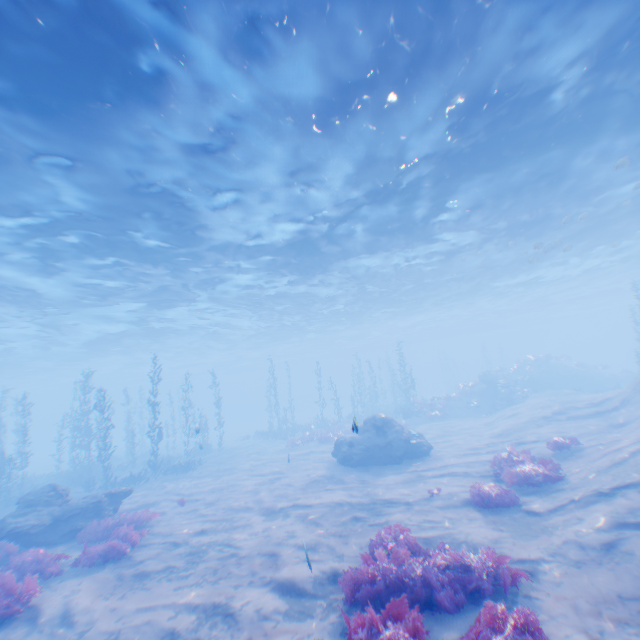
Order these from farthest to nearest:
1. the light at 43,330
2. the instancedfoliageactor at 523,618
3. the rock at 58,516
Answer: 1. the rock at 58,516
2. the light at 43,330
3. the instancedfoliageactor at 523,618

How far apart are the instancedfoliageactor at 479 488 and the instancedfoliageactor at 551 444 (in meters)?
4.18

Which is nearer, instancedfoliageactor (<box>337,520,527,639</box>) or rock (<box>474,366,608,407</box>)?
instancedfoliageactor (<box>337,520,527,639</box>)

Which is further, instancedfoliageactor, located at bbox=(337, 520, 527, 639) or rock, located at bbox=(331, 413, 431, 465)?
rock, located at bbox=(331, 413, 431, 465)

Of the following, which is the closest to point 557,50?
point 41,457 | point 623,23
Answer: point 623,23

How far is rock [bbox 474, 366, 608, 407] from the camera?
30.7 meters

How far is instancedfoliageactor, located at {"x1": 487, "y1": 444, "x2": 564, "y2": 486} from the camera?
10.0m

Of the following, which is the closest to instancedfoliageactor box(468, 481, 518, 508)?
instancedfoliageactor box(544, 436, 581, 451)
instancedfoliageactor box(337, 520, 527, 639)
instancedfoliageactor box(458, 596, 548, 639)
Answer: instancedfoliageactor box(337, 520, 527, 639)
